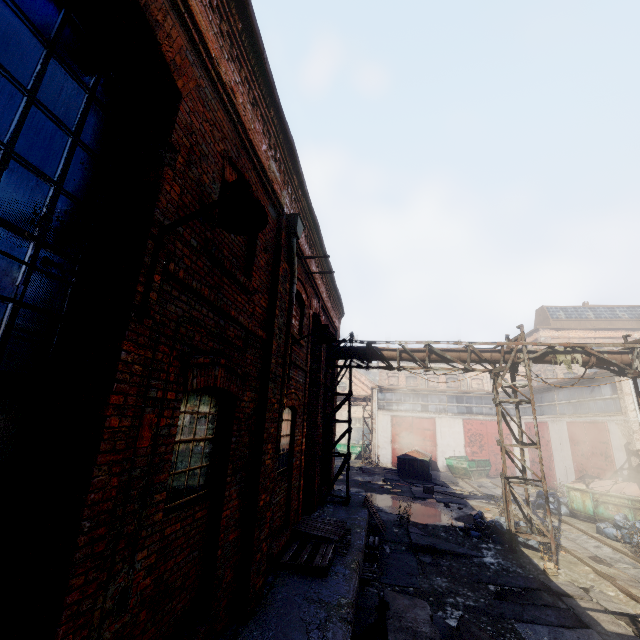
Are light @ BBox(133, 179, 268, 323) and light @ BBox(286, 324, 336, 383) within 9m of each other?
yes

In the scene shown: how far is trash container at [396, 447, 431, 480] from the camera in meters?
22.2 m

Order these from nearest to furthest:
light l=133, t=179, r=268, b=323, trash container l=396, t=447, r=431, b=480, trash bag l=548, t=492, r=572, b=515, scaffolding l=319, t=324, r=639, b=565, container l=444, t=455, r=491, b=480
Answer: light l=133, t=179, r=268, b=323 → scaffolding l=319, t=324, r=639, b=565 → trash bag l=548, t=492, r=572, b=515 → trash container l=396, t=447, r=431, b=480 → container l=444, t=455, r=491, b=480

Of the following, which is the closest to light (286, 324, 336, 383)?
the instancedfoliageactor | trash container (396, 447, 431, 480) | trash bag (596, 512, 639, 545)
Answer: the instancedfoliageactor

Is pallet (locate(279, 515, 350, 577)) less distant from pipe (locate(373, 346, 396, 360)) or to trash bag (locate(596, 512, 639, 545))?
pipe (locate(373, 346, 396, 360))

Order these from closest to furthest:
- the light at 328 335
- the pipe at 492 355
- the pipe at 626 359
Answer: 1. the light at 328 335
2. the pipe at 626 359
3. the pipe at 492 355

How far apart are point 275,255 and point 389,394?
25.7 meters

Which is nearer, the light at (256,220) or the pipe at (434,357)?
the light at (256,220)
